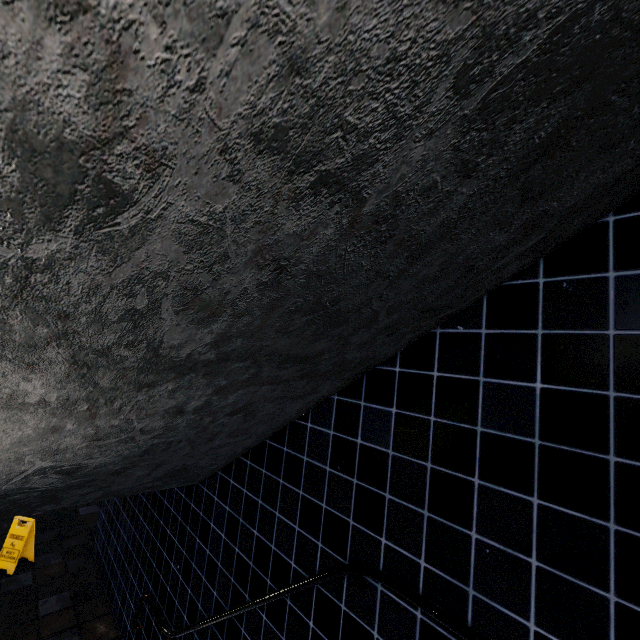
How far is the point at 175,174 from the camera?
0.87m
